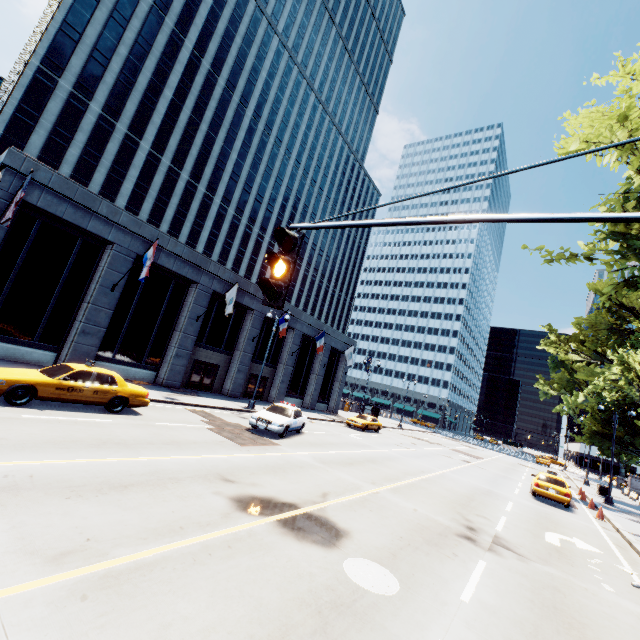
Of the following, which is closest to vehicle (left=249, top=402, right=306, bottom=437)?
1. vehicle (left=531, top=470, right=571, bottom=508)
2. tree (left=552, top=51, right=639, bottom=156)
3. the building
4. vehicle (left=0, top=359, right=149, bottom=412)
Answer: vehicle (left=0, top=359, right=149, bottom=412)

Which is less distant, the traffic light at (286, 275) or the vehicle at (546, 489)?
the traffic light at (286, 275)

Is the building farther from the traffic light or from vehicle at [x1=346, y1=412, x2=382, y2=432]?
the traffic light

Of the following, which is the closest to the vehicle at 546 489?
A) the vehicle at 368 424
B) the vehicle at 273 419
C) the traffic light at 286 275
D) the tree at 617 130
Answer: the tree at 617 130

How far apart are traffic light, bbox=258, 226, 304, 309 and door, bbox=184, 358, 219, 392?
23.61m

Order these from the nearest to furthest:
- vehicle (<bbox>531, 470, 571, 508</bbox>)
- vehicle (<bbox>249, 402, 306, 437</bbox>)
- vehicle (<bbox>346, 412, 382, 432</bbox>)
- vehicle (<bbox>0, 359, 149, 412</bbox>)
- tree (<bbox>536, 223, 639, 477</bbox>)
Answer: tree (<bbox>536, 223, 639, 477</bbox>)
vehicle (<bbox>0, 359, 149, 412</bbox>)
vehicle (<bbox>249, 402, 306, 437</bbox>)
vehicle (<bbox>531, 470, 571, 508</bbox>)
vehicle (<bbox>346, 412, 382, 432</bbox>)

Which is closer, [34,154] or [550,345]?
[550,345]

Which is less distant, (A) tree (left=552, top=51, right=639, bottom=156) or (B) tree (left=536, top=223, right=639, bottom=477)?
(A) tree (left=552, top=51, right=639, bottom=156)
